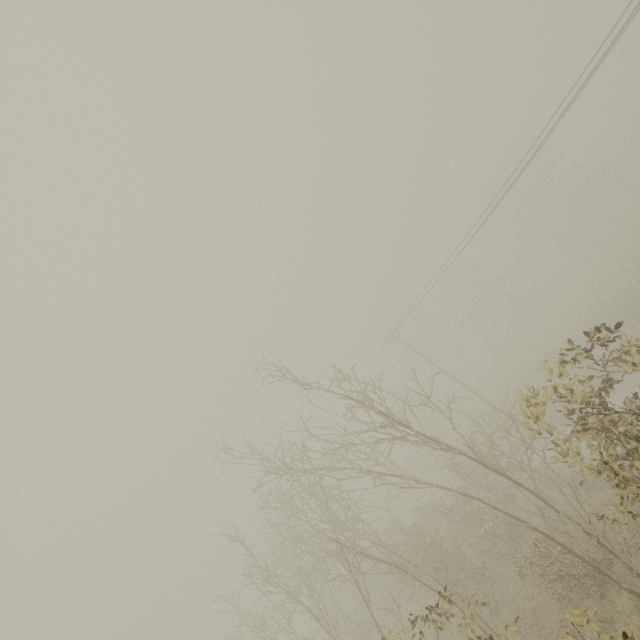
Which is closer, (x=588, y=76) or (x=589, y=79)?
(x=588, y=76)
